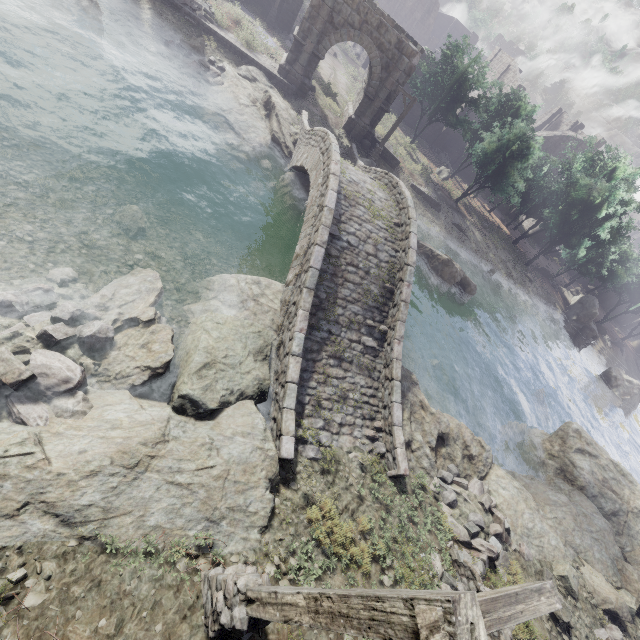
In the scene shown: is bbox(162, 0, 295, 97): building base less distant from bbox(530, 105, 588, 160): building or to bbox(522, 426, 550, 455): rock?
bbox(530, 105, 588, 160): building

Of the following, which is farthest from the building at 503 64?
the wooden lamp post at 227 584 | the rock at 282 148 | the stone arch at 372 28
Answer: the rock at 282 148

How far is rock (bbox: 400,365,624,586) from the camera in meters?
11.0 m

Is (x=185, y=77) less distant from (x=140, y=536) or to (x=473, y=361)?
(x=140, y=536)

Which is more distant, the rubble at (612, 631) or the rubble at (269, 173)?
the rubble at (269, 173)

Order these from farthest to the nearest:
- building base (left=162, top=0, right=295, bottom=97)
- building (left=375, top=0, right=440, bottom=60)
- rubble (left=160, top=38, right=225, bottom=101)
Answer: building (left=375, top=0, right=440, bottom=60)
building base (left=162, top=0, right=295, bottom=97)
rubble (left=160, top=38, right=225, bottom=101)

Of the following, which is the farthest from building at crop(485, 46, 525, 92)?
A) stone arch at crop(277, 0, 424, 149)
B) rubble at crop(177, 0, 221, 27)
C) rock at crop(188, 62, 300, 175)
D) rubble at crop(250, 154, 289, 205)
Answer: rubble at crop(250, 154, 289, 205)

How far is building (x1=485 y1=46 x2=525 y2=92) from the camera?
45.8m
